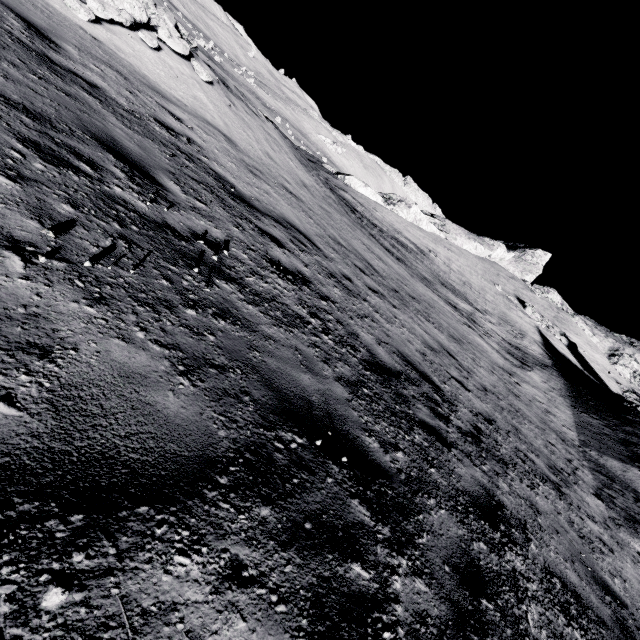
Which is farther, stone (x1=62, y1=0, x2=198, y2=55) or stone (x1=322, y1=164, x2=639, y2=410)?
stone (x1=322, y1=164, x2=639, y2=410)

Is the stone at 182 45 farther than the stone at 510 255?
No

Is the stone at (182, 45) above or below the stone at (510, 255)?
below

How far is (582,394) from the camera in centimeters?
2020cm

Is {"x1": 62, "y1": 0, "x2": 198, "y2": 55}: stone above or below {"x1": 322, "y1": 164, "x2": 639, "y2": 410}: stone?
below
